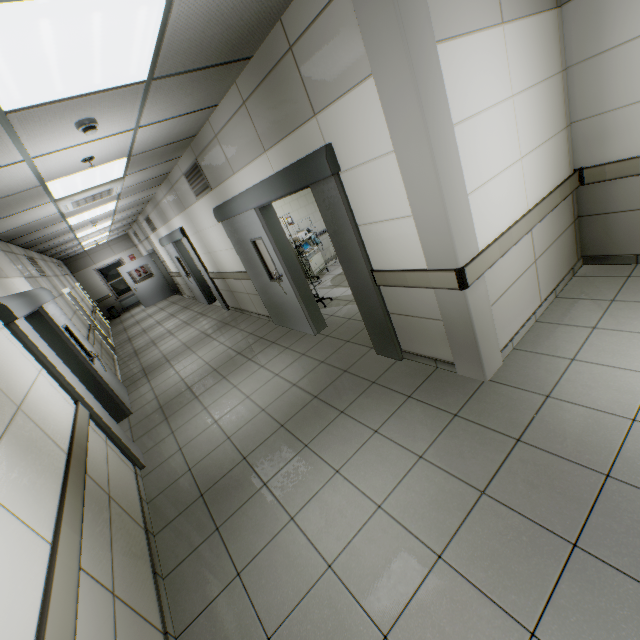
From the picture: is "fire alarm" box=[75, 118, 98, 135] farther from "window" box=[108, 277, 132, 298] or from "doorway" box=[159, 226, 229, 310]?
"window" box=[108, 277, 132, 298]

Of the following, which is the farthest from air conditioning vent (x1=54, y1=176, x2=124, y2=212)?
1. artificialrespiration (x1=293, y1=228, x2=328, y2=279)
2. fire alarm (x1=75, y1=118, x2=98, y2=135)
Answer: artificialrespiration (x1=293, y1=228, x2=328, y2=279)

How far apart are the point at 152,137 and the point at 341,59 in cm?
262

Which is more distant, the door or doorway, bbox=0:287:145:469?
the door

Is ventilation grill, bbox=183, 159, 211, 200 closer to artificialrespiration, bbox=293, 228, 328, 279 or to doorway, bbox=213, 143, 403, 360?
doorway, bbox=213, 143, 403, 360

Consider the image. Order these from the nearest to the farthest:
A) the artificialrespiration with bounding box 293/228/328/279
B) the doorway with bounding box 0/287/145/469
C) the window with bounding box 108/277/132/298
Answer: the doorway with bounding box 0/287/145/469
the artificialrespiration with bounding box 293/228/328/279
the window with bounding box 108/277/132/298

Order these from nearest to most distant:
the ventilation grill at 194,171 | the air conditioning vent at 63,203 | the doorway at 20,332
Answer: the doorway at 20,332, the air conditioning vent at 63,203, the ventilation grill at 194,171

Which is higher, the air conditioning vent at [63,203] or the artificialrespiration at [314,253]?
the air conditioning vent at [63,203]
